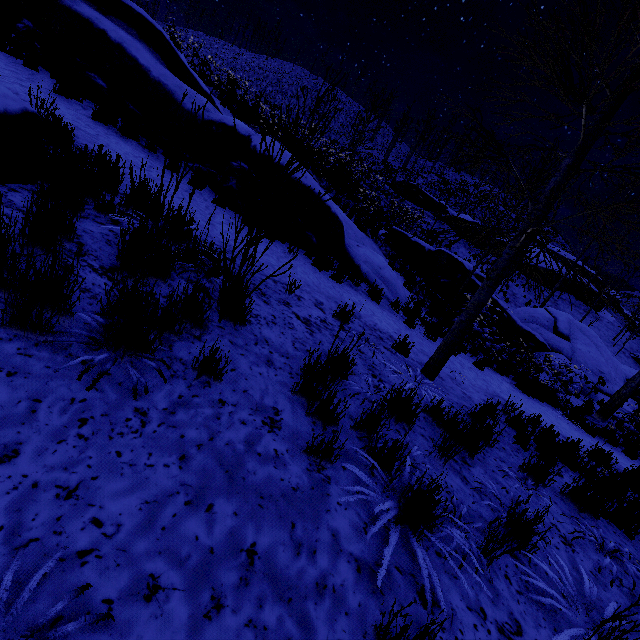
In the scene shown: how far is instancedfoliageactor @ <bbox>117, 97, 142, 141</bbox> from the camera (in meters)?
6.74

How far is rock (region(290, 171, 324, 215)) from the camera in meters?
7.2

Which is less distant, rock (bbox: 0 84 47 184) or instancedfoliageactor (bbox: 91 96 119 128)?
rock (bbox: 0 84 47 184)

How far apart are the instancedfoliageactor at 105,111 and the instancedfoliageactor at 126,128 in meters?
0.3 m

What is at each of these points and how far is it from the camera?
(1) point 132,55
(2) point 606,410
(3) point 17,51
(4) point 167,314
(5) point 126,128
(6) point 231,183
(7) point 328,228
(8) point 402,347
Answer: (1) rock, 7.3 meters
(2) instancedfoliageactor, 10.8 meters
(3) instancedfoliageactor, 6.8 meters
(4) instancedfoliageactor, 2.5 meters
(5) instancedfoliageactor, 6.8 meters
(6) rock, 7.2 meters
(7) rock, 8.1 meters
(8) instancedfoliageactor, 5.7 meters

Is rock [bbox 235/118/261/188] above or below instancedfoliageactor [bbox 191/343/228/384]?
above

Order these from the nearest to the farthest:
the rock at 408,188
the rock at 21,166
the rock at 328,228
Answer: the rock at 21,166 < the rock at 328,228 < the rock at 408,188

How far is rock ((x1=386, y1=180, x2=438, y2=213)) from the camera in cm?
2956
